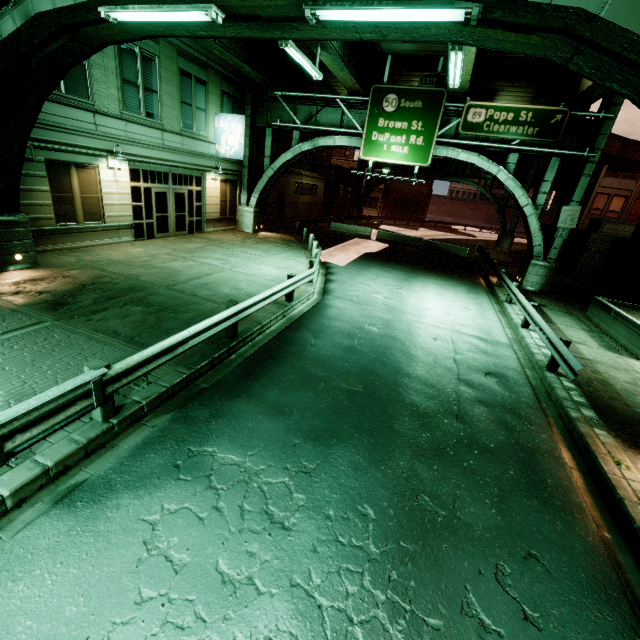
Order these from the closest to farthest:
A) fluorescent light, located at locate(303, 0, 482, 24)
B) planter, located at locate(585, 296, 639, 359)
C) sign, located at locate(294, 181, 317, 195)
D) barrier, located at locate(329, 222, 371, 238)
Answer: fluorescent light, located at locate(303, 0, 482, 24)
planter, located at locate(585, 296, 639, 359)
barrier, located at locate(329, 222, 371, 238)
sign, located at locate(294, 181, 317, 195)

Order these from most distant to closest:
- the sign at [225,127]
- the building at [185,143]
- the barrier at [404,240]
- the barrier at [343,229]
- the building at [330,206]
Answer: the barrier at [343,229]
the building at [330,206]
the barrier at [404,240]
the sign at [225,127]
the building at [185,143]

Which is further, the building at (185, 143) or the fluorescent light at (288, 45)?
the building at (185, 143)

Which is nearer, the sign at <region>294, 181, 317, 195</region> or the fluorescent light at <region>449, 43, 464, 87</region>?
the fluorescent light at <region>449, 43, 464, 87</region>

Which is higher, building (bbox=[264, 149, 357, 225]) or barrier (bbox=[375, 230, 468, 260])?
building (bbox=[264, 149, 357, 225])

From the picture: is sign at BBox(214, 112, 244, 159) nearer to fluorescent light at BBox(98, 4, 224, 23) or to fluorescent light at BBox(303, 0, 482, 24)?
fluorescent light at BBox(98, 4, 224, 23)

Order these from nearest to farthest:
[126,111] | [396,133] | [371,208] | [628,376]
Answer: [628,376] → [126,111] → [396,133] → [371,208]

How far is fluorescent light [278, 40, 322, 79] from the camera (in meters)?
10.79
